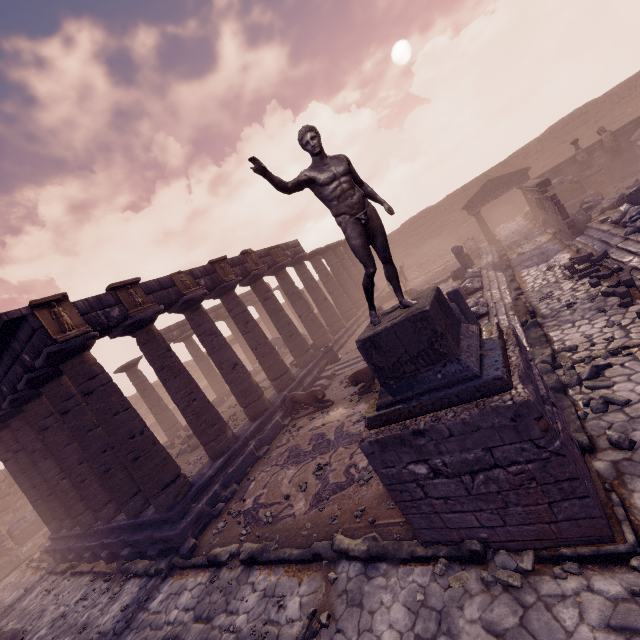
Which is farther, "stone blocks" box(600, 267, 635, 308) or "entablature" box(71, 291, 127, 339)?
"entablature" box(71, 291, 127, 339)

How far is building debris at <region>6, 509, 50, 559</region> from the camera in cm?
1912

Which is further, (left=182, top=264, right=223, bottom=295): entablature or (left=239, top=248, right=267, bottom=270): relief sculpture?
(left=239, top=248, right=267, bottom=270): relief sculpture

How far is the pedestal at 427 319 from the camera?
3.98m

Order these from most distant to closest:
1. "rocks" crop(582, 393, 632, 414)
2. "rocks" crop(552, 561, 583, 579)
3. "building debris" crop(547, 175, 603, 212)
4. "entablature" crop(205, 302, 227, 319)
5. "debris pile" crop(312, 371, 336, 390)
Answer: "entablature" crop(205, 302, 227, 319)
"building debris" crop(547, 175, 603, 212)
"debris pile" crop(312, 371, 336, 390)
"rocks" crop(582, 393, 632, 414)
"rocks" crop(552, 561, 583, 579)

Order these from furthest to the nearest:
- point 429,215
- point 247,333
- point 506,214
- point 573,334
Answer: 1. point 429,215
2. point 506,214
3. point 247,333
4. point 573,334

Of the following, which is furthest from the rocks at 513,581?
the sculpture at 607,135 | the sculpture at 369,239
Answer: the sculpture at 607,135

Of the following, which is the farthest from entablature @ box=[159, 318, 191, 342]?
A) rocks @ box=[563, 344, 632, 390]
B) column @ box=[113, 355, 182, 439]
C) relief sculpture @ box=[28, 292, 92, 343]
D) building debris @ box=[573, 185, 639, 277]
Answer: building debris @ box=[573, 185, 639, 277]
